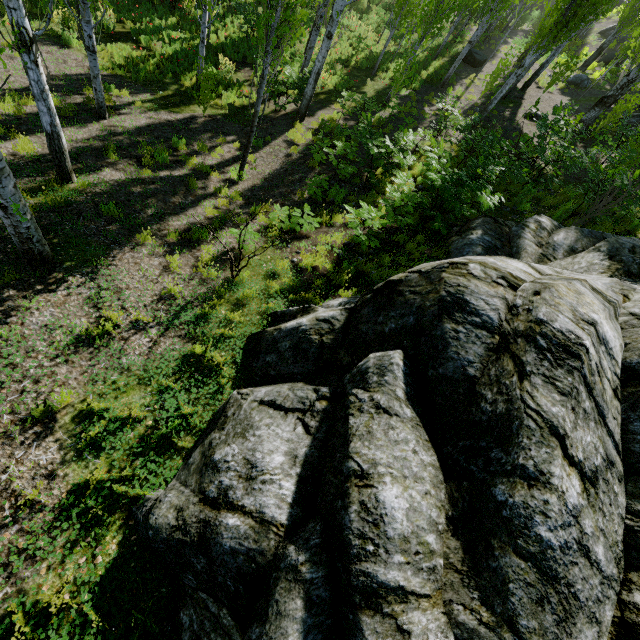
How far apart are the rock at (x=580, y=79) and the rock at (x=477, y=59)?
4.99m

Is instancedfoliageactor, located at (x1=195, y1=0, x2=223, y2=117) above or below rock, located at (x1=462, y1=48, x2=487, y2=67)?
above

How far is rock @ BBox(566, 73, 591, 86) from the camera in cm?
2114

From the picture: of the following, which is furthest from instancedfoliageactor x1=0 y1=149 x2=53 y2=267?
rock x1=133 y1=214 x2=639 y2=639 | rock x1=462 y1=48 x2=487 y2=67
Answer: rock x1=462 y1=48 x2=487 y2=67

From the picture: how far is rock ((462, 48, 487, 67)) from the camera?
21.48m

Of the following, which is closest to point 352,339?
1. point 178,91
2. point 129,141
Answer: point 129,141

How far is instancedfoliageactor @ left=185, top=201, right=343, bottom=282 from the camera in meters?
5.6

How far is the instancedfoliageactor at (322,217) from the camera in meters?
5.6 m
